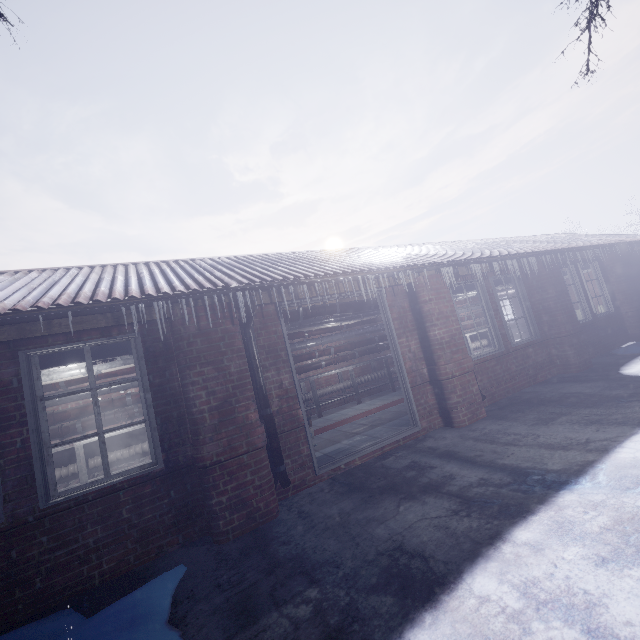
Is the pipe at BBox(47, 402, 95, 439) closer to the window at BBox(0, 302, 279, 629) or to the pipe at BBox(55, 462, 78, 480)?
the pipe at BBox(55, 462, 78, 480)

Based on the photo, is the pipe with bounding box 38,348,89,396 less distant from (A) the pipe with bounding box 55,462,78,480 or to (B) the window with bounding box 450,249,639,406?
(B) the window with bounding box 450,249,639,406

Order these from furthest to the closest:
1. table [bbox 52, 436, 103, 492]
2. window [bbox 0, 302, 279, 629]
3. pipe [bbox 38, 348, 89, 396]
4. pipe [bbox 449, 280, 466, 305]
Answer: pipe [bbox 449, 280, 466, 305], table [bbox 52, 436, 103, 492], pipe [bbox 38, 348, 89, 396], window [bbox 0, 302, 279, 629]

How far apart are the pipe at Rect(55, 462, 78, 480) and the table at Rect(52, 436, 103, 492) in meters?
0.0 m

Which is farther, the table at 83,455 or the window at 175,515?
the table at 83,455

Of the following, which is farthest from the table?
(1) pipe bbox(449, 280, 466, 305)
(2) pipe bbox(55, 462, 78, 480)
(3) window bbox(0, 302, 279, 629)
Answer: (3) window bbox(0, 302, 279, 629)

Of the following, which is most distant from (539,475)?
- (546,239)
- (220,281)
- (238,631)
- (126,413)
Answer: (546,239)

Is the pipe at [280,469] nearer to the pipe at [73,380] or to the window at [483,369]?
the pipe at [73,380]
